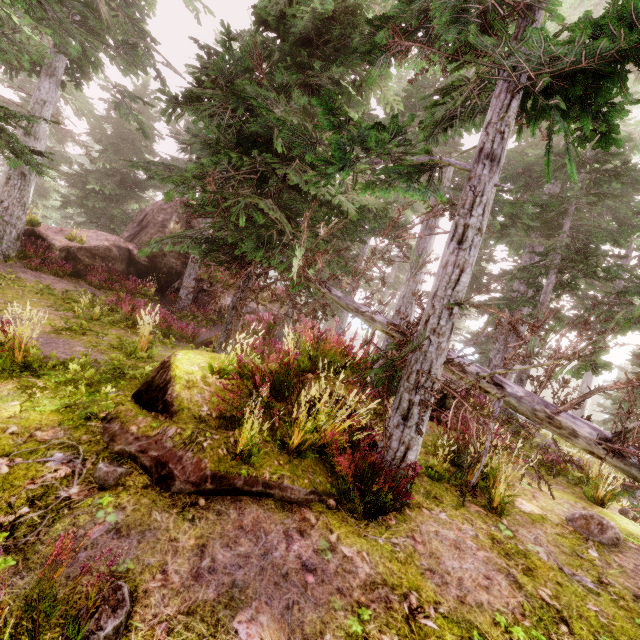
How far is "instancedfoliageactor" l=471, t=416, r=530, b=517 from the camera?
4.9 meters

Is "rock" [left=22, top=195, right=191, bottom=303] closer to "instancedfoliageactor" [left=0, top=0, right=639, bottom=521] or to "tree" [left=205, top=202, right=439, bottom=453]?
"instancedfoliageactor" [left=0, top=0, right=639, bottom=521]

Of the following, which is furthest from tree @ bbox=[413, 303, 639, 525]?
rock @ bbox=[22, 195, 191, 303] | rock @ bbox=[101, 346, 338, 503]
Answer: rock @ bbox=[22, 195, 191, 303]

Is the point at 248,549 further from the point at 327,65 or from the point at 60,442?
the point at 327,65

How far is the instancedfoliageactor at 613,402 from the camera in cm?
1623

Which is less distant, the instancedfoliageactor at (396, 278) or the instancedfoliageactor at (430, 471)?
the instancedfoliageactor at (430, 471)
